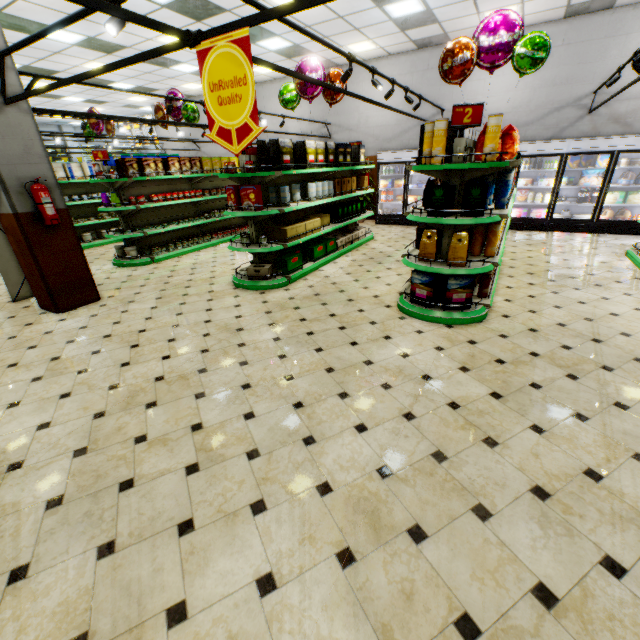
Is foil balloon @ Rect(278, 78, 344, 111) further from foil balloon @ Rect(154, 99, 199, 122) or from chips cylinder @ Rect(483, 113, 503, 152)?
chips cylinder @ Rect(483, 113, 503, 152)

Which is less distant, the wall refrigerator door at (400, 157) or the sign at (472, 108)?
the sign at (472, 108)

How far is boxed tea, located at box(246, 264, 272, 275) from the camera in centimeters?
575cm

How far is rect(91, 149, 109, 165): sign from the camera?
6.9m

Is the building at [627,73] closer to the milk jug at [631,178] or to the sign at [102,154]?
the milk jug at [631,178]

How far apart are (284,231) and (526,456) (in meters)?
4.78

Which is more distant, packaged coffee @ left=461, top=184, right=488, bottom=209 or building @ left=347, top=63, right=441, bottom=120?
building @ left=347, top=63, right=441, bottom=120

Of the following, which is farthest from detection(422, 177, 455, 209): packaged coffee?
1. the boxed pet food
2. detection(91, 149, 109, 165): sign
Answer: the boxed pet food
